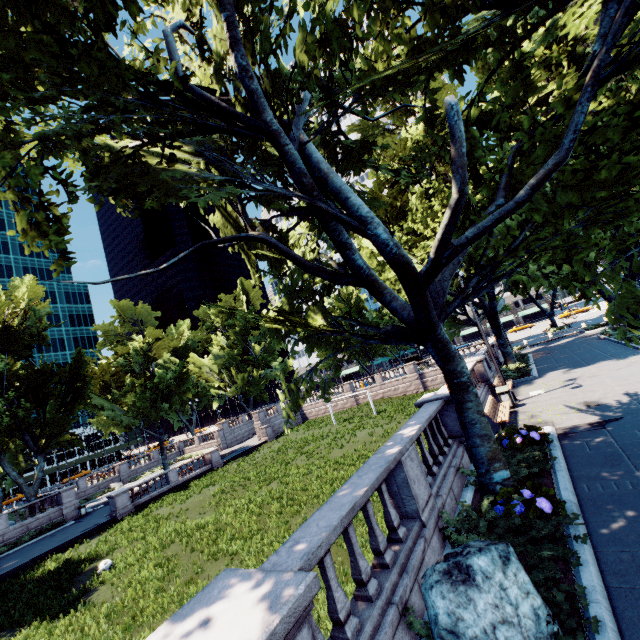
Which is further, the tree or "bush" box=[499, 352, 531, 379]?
"bush" box=[499, 352, 531, 379]

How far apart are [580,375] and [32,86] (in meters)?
23.04

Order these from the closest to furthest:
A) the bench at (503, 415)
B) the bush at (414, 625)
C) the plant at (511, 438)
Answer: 1. the bush at (414, 625)
2. the plant at (511, 438)
3. the bench at (503, 415)

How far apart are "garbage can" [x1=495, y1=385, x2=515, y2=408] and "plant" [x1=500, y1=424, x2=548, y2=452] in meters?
4.9 m

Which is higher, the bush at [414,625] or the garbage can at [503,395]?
the garbage can at [503,395]

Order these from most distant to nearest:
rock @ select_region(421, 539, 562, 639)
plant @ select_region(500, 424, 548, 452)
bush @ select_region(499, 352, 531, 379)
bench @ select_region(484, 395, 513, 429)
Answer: bush @ select_region(499, 352, 531, 379), bench @ select_region(484, 395, 513, 429), plant @ select_region(500, 424, 548, 452), rock @ select_region(421, 539, 562, 639)

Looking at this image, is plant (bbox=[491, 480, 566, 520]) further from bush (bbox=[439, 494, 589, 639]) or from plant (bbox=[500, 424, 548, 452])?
plant (bbox=[500, 424, 548, 452])

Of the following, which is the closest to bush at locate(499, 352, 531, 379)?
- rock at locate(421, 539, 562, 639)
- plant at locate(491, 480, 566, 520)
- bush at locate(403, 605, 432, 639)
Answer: plant at locate(491, 480, 566, 520)
